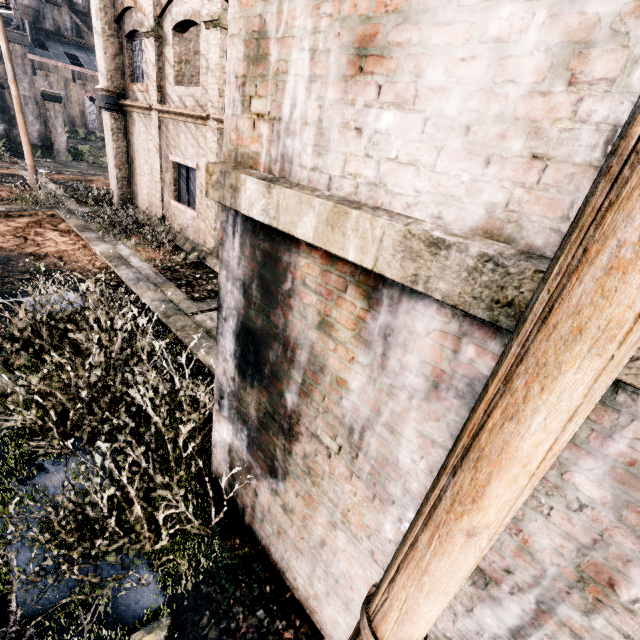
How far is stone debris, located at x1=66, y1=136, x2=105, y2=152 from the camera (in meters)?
48.15

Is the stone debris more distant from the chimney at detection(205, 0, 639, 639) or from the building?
the chimney at detection(205, 0, 639, 639)

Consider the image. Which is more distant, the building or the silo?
the silo

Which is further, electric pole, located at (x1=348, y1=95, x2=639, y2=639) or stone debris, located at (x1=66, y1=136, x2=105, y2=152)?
stone debris, located at (x1=66, y1=136, x2=105, y2=152)

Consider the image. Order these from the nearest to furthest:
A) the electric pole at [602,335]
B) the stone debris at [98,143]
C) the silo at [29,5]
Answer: the electric pole at [602,335], the stone debris at [98,143], the silo at [29,5]

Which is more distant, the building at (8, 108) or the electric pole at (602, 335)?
the building at (8, 108)

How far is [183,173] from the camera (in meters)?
12.77

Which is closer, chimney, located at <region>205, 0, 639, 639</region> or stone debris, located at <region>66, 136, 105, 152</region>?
chimney, located at <region>205, 0, 639, 639</region>
